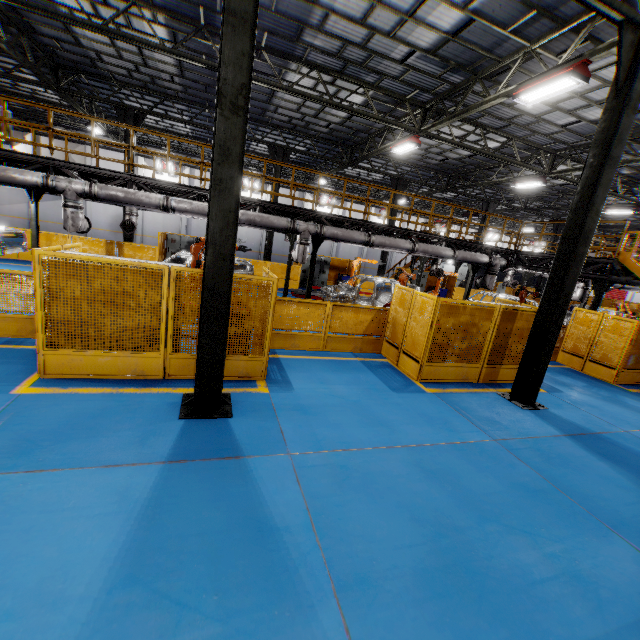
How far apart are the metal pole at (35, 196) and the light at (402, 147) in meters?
14.3

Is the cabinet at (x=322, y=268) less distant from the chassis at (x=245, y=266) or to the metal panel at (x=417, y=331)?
the metal panel at (x=417, y=331)

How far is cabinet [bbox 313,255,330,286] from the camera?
21.5 meters

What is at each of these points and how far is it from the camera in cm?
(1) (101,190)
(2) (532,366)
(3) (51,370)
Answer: (1) vent pipe, 923
(2) metal pole, 776
(3) metal panel, 571

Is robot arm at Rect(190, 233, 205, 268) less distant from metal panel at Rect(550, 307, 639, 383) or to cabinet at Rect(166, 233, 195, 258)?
metal panel at Rect(550, 307, 639, 383)

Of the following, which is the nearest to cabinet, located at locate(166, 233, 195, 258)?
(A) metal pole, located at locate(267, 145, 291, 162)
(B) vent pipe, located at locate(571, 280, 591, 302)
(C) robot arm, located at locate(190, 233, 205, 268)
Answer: (A) metal pole, located at locate(267, 145, 291, 162)

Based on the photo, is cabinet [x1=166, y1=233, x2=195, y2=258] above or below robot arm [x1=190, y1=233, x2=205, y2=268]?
below

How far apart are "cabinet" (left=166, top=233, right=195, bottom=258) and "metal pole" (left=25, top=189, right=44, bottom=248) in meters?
6.1
